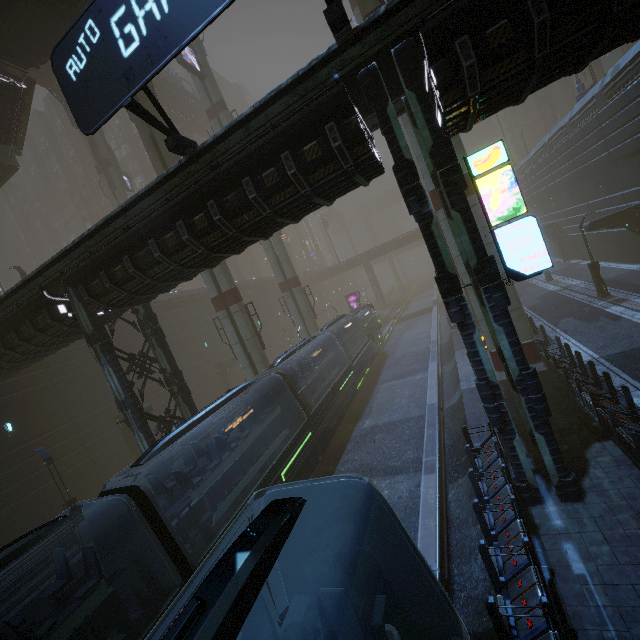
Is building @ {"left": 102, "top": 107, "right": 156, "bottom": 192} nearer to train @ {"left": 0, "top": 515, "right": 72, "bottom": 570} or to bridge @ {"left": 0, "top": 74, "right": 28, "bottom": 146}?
train @ {"left": 0, "top": 515, "right": 72, "bottom": 570}

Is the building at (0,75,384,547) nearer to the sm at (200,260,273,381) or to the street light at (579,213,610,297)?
the sm at (200,260,273,381)

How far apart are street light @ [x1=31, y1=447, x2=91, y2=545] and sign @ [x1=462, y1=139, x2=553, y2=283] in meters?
22.4

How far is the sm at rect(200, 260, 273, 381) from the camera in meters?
22.0

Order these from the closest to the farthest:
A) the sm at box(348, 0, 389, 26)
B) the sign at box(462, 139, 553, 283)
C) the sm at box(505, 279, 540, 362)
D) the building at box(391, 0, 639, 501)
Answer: the building at box(391, 0, 639, 501), the sign at box(462, 139, 553, 283), the sm at box(348, 0, 389, 26), the sm at box(505, 279, 540, 362)

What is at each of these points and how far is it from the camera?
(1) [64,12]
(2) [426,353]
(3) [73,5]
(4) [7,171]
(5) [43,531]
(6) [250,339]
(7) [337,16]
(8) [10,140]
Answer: (1) building structure, 18.5 meters
(2) train rail, 29.1 meters
(3) building, 18.2 meters
(4) bridge, 24.8 meters
(5) train, 6.9 meters
(6) sm, 22.2 meters
(7) sign, 6.1 meters
(8) bridge, 22.5 meters

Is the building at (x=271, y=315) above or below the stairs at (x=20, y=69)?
below

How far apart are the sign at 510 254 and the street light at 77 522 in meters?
22.4
